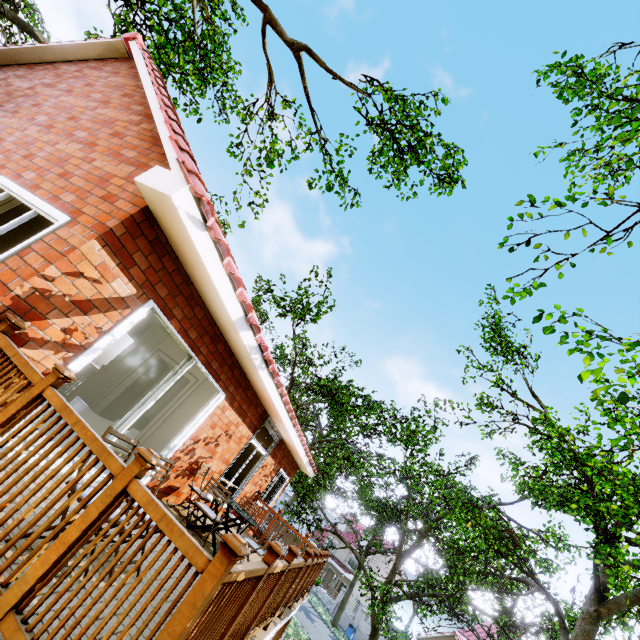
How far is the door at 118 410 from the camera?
9.0 meters

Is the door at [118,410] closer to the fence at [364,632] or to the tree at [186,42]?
the tree at [186,42]

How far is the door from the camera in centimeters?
896cm

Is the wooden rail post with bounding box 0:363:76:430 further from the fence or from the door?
the door

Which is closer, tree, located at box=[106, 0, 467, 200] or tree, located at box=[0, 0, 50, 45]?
tree, located at box=[0, 0, 50, 45]

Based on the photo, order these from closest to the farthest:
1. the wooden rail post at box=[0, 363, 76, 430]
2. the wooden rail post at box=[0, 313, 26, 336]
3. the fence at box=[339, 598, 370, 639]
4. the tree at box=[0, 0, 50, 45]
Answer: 1. the wooden rail post at box=[0, 363, 76, 430]
2. the wooden rail post at box=[0, 313, 26, 336]
3. the tree at box=[0, 0, 50, 45]
4. the fence at box=[339, 598, 370, 639]

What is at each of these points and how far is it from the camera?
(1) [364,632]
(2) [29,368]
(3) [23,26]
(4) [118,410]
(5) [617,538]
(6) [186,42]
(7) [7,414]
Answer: (1) fence, 35.1 meters
(2) wooden rail, 2.5 meters
(3) tree, 8.6 meters
(4) door, 9.4 meters
(5) tree, 8.4 meters
(6) tree, 11.4 meters
(7) wooden rail post, 2.3 meters

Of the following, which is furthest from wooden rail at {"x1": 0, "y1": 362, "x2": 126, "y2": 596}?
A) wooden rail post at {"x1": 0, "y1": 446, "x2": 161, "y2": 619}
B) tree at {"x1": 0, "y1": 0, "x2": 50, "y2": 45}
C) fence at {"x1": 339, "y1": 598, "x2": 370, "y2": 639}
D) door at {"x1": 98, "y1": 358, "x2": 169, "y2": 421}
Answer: tree at {"x1": 0, "y1": 0, "x2": 50, "y2": 45}
